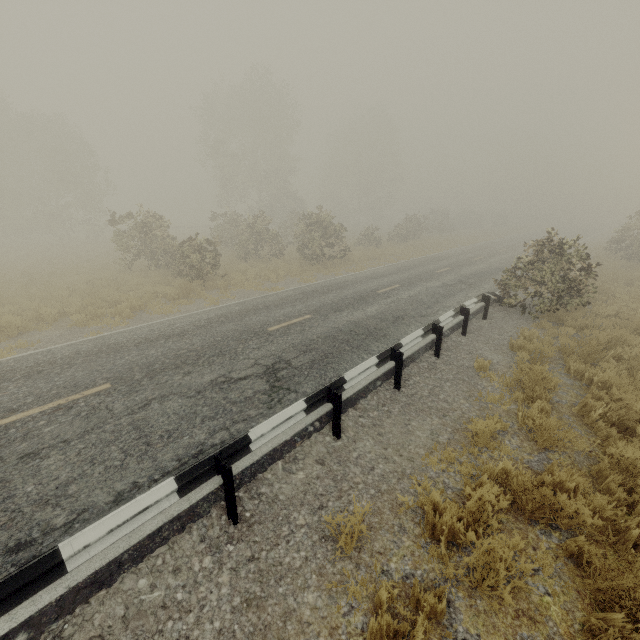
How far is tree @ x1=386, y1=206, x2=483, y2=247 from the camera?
31.69m

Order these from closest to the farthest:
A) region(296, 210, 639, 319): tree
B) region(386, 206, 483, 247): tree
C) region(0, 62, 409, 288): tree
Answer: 1. region(296, 210, 639, 319): tree
2. region(0, 62, 409, 288): tree
3. region(386, 206, 483, 247): tree

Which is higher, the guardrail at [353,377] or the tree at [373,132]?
the tree at [373,132]

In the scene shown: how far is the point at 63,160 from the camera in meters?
29.8

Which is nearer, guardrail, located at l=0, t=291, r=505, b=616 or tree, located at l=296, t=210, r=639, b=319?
guardrail, located at l=0, t=291, r=505, b=616

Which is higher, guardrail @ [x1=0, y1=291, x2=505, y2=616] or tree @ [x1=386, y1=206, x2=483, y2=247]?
tree @ [x1=386, y1=206, x2=483, y2=247]

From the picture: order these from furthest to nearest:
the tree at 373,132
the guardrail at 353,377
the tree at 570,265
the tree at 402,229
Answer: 1. the tree at 402,229
2. the tree at 373,132
3. the tree at 570,265
4. the guardrail at 353,377
